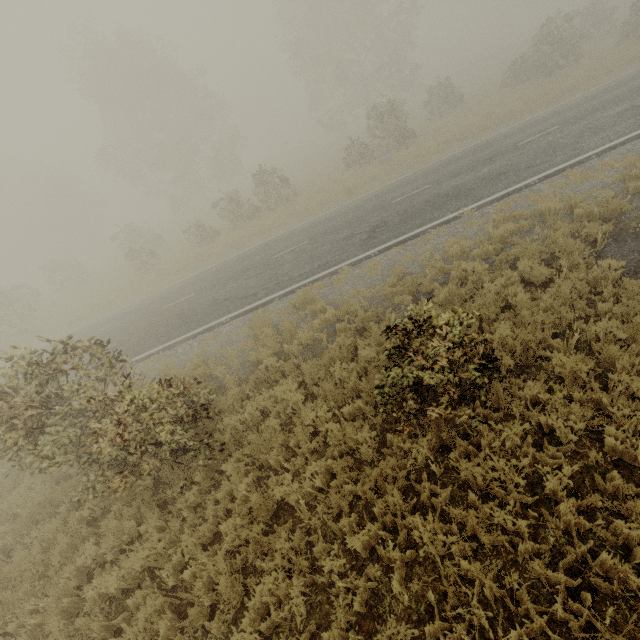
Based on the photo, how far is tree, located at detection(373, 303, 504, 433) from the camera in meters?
4.4

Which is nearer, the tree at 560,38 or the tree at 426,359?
the tree at 426,359

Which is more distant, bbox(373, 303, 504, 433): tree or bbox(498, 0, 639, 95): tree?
bbox(498, 0, 639, 95): tree

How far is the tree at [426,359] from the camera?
4.4m

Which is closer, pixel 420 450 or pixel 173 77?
pixel 420 450
